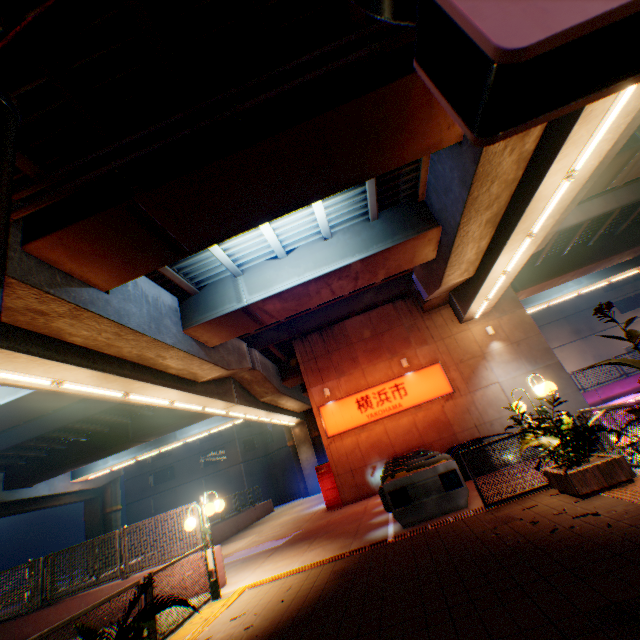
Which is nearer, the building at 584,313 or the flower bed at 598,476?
the flower bed at 598,476

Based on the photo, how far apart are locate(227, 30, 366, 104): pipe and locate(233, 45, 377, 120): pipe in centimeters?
30cm

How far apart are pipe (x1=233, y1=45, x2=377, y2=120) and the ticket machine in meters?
8.8

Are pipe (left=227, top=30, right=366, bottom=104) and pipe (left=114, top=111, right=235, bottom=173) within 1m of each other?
yes

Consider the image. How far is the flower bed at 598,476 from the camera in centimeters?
565cm

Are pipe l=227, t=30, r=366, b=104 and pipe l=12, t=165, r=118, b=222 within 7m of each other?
yes

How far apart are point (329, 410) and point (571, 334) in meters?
37.0 m
